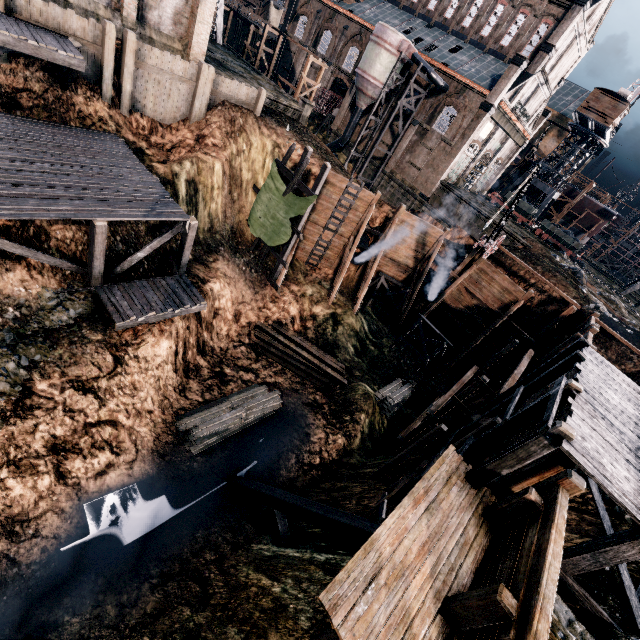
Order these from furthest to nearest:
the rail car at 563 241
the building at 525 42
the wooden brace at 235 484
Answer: the rail car at 563 241 → the building at 525 42 → the wooden brace at 235 484

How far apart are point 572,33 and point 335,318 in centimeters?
4232cm

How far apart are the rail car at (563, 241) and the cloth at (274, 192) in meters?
41.0

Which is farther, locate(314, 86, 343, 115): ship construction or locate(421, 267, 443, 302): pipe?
locate(314, 86, 343, 115): ship construction

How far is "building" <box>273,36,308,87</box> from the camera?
50.6 meters

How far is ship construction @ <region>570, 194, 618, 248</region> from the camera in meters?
55.2

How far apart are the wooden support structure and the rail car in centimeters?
4363cm
